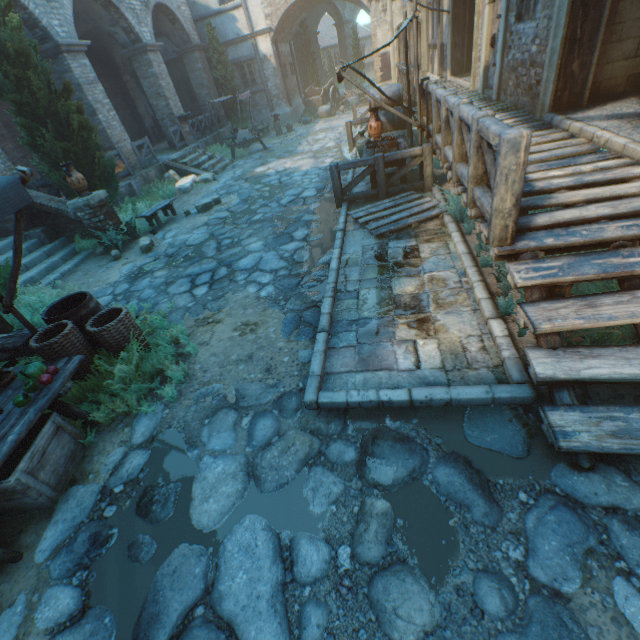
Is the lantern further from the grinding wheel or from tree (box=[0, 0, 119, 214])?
the grinding wheel

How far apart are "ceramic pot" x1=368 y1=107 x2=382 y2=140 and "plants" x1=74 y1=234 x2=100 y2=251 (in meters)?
7.88

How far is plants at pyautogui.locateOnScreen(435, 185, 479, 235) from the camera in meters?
5.4 m

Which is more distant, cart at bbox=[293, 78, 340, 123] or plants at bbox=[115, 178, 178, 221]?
cart at bbox=[293, 78, 340, 123]

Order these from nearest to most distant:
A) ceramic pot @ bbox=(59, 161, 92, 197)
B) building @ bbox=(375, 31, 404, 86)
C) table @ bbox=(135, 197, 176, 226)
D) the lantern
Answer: the lantern, ceramic pot @ bbox=(59, 161, 92, 197), table @ bbox=(135, 197, 176, 226), building @ bbox=(375, 31, 404, 86)

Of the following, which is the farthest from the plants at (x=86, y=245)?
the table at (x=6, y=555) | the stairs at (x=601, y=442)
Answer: the stairs at (x=601, y=442)

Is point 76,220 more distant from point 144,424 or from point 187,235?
point 144,424

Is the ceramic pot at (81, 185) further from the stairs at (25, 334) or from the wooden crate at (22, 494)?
the wooden crate at (22, 494)
